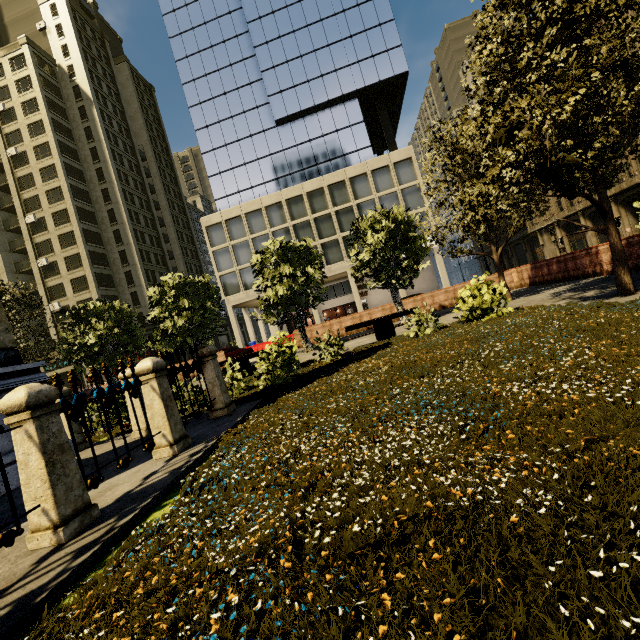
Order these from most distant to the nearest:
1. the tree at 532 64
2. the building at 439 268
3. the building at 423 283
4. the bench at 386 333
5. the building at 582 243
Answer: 1. the building at 423 283
2. the building at 582 243
3. the building at 439 268
4. the bench at 386 333
5. the tree at 532 64

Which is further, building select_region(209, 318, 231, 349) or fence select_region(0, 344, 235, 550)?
building select_region(209, 318, 231, 349)

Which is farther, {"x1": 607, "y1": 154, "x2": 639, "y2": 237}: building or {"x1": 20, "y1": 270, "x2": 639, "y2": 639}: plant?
{"x1": 607, "y1": 154, "x2": 639, "y2": 237}: building

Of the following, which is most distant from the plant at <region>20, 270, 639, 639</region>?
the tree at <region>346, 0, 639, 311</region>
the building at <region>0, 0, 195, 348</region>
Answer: the building at <region>0, 0, 195, 348</region>

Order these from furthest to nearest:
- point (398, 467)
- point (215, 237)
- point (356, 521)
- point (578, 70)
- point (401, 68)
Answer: point (215, 237) < point (401, 68) < point (578, 70) < point (398, 467) < point (356, 521)

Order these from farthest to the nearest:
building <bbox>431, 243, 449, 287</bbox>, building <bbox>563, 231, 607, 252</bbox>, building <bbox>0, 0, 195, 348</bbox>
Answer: building <bbox>0, 0, 195, 348</bbox> → building <bbox>563, 231, 607, 252</bbox> → building <bbox>431, 243, 449, 287</bbox>

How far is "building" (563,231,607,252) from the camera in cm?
3853

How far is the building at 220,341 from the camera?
53.5 meters
